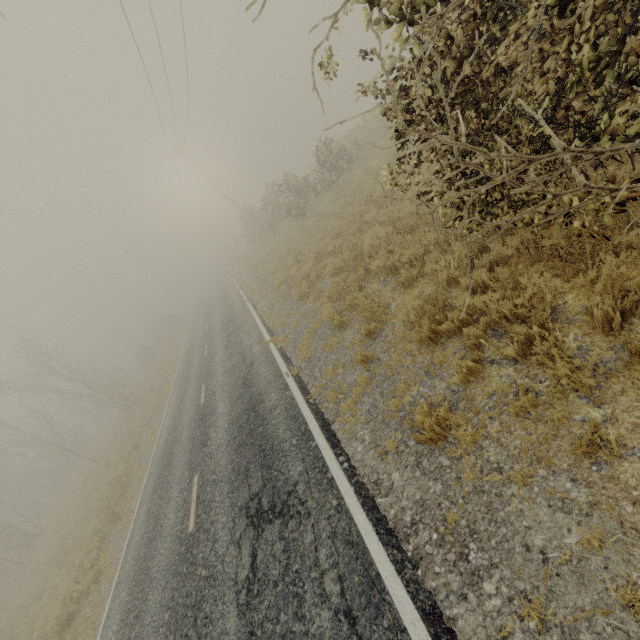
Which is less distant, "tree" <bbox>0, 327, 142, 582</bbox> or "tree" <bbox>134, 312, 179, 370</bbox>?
"tree" <bbox>0, 327, 142, 582</bbox>

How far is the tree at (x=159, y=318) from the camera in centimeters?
4300cm

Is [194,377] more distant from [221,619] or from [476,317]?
[476,317]

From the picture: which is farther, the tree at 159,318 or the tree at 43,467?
the tree at 159,318

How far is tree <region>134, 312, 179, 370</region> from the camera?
43.00m
